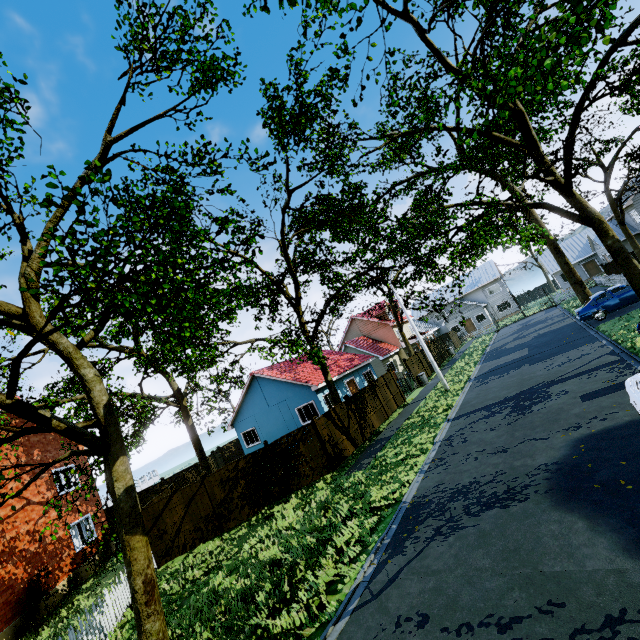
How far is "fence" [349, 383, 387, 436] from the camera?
18.1m

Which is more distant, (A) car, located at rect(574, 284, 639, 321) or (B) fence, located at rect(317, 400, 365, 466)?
(A) car, located at rect(574, 284, 639, 321)

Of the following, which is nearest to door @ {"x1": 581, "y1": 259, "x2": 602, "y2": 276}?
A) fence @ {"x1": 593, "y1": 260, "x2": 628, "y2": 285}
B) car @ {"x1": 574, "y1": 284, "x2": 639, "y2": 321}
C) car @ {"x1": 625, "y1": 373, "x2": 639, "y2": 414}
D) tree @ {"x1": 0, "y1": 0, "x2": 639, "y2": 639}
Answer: fence @ {"x1": 593, "y1": 260, "x2": 628, "y2": 285}

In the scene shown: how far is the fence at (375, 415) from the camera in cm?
1808

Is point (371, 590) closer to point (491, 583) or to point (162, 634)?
point (491, 583)

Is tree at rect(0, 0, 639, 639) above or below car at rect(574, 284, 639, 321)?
above

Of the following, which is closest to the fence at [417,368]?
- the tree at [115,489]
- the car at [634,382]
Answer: the tree at [115,489]

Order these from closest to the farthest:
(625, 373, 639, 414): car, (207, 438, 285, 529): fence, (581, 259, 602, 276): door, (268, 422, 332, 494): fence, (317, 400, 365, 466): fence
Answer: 1. (625, 373, 639, 414): car
2. (207, 438, 285, 529): fence
3. (268, 422, 332, 494): fence
4. (317, 400, 365, 466): fence
5. (581, 259, 602, 276): door
